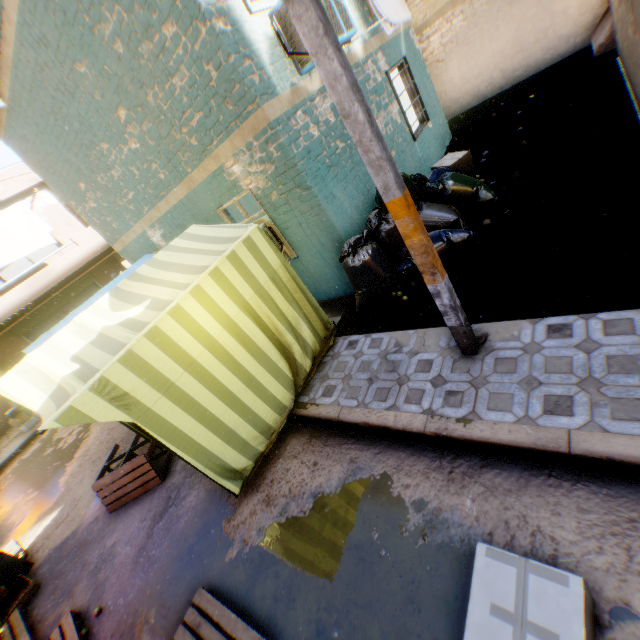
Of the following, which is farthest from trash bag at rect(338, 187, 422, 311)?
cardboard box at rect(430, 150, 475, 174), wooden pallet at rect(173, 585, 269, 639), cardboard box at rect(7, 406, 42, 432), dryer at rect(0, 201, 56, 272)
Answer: cardboard box at rect(7, 406, 42, 432)

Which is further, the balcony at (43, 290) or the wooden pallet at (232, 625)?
the balcony at (43, 290)

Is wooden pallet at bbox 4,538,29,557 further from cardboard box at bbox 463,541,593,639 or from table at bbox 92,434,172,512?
cardboard box at bbox 463,541,593,639

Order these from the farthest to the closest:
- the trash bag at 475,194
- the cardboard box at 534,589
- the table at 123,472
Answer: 1. the table at 123,472
2. the trash bag at 475,194
3. the cardboard box at 534,589

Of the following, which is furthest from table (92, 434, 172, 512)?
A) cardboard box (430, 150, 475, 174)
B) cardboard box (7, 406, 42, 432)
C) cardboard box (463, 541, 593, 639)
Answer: cardboard box (430, 150, 475, 174)

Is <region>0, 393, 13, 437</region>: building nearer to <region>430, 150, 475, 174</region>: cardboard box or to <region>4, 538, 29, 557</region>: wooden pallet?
<region>430, 150, 475, 174</region>: cardboard box

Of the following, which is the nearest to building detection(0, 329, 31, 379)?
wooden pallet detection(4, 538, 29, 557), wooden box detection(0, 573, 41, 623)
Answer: wooden pallet detection(4, 538, 29, 557)

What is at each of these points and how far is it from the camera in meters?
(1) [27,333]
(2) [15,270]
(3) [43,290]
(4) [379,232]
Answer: (1) rolling overhead door, 12.4
(2) building, 19.1
(3) balcony, 10.9
(4) trash bag, 5.2
